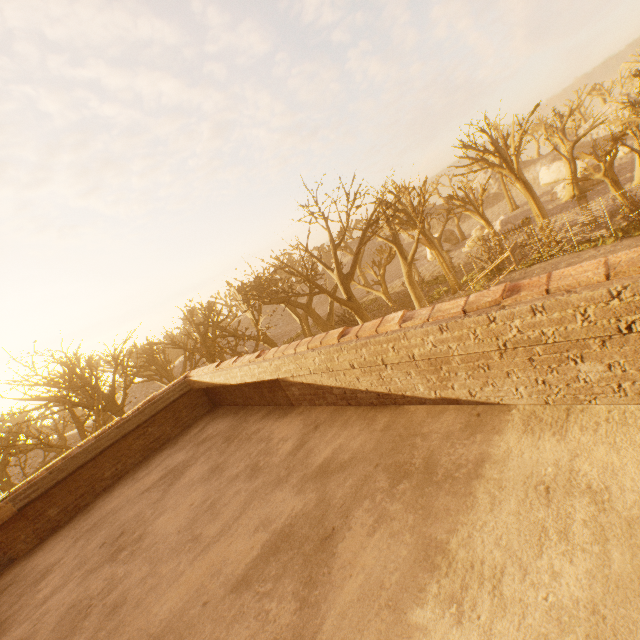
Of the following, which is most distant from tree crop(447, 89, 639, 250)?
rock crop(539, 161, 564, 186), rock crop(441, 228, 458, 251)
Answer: rock crop(539, 161, 564, 186)

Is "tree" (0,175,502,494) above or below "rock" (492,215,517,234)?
above

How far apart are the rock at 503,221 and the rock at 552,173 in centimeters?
2237cm

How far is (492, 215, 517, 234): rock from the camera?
36.3 meters

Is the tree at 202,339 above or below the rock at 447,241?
above

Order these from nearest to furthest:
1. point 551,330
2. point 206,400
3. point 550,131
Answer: point 551,330 < point 206,400 < point 550,131

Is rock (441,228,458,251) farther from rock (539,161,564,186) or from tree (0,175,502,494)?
rock (539,161,564,186)

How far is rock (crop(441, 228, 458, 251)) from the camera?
47.0 meters
